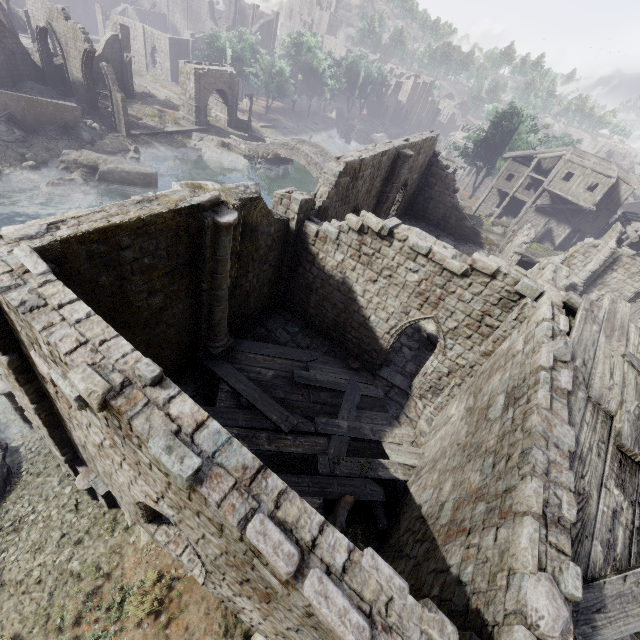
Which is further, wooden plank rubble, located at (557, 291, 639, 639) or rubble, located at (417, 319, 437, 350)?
rubble, located at (417, 319, 437, 350)

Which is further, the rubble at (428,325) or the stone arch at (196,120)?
the stone arch at (196,120)

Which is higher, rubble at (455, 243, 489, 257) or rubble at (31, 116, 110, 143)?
rubble at (455, 243, 489, 257)

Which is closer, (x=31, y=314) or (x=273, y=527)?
(x=273, y=527)

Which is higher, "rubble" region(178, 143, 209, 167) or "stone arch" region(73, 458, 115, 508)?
"stone arch" region(73, 458, 115, 508)

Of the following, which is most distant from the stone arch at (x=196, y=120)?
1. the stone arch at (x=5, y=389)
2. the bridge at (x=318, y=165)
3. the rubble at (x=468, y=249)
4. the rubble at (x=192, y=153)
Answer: the stone arch at (x=5, y=389)

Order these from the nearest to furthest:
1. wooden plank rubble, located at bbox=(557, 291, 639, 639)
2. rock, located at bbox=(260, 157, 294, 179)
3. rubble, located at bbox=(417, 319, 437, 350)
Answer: wooden plank rubble, located at bbox=(557, 291, 639, 639) < rubble, located at bbox=(417, 319, 437, 350) < rock, located at bbox=(260, 157, 294, 179)

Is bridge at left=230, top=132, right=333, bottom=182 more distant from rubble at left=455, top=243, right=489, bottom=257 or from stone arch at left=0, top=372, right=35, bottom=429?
stone arch at left=0, top=372, right=35, bottom=429
